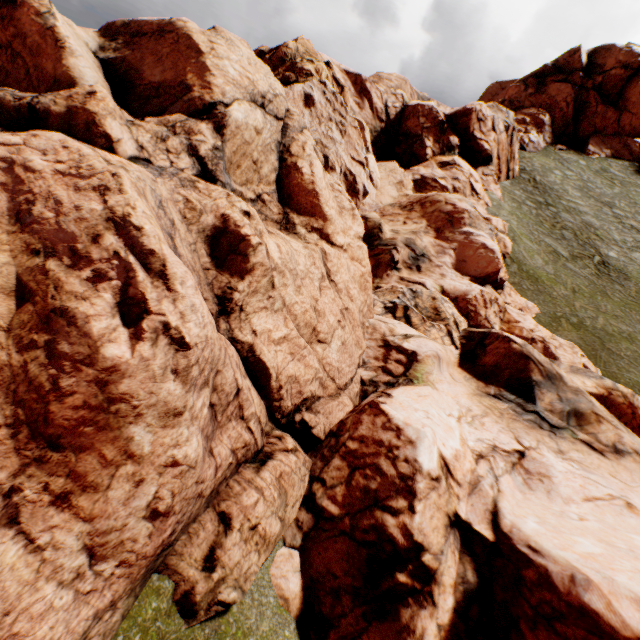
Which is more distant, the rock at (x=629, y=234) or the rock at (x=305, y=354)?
the rock at (x=629, y=234)

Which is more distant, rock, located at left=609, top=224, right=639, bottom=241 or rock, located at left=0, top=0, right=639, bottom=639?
rock, located at left=609, top=224, right=639, bottom=241

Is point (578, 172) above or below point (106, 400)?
above
